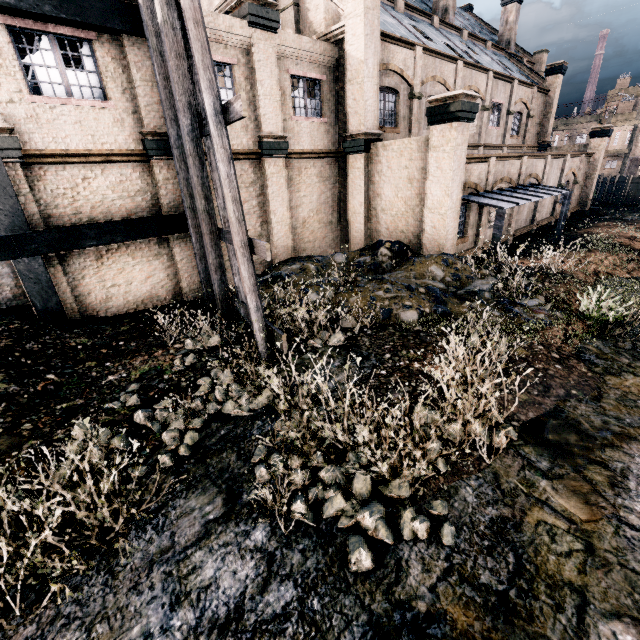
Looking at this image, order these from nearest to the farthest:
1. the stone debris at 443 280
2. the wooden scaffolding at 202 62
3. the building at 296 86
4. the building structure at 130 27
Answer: the wooden scaffolding at 202 62
the building structure at 130 27
the stone debris at 443 280
the building at 296 86

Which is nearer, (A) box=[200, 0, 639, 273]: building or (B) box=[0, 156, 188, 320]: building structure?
(B) box=[0, 156, 188, 320]: building structure

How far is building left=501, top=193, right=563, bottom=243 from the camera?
19.8m

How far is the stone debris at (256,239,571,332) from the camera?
9.85m

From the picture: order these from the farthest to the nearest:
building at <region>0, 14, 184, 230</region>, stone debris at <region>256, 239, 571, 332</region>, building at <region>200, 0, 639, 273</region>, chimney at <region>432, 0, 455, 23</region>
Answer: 1. chimney at <region>432, 0, 455, 23</region>
2. building at <region>200, 0, 639, 273</region>
3. stone debris at <region>256, 239, 571, 332</region>
4. building at <region>0, 14, 184, 230</region>

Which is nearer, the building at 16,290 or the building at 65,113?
the building at 65,113

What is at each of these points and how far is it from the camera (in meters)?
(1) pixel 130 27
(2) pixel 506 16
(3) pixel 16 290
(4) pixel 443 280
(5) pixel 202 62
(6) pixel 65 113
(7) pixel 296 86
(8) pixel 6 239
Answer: (1) building structure, 9.72
(2) chimney, 31.59
(3) building, 12.62
(4) stone debris, 11.92
(5) wooden scaffolding, 6.60
(6) building, 9.68
(7) building, 14.66
(8) building structure, 9.16

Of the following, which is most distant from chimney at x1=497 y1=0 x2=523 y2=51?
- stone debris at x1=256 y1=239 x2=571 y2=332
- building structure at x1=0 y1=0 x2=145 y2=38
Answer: building structure at x1=0 y1=0 x2=145 y2=38
